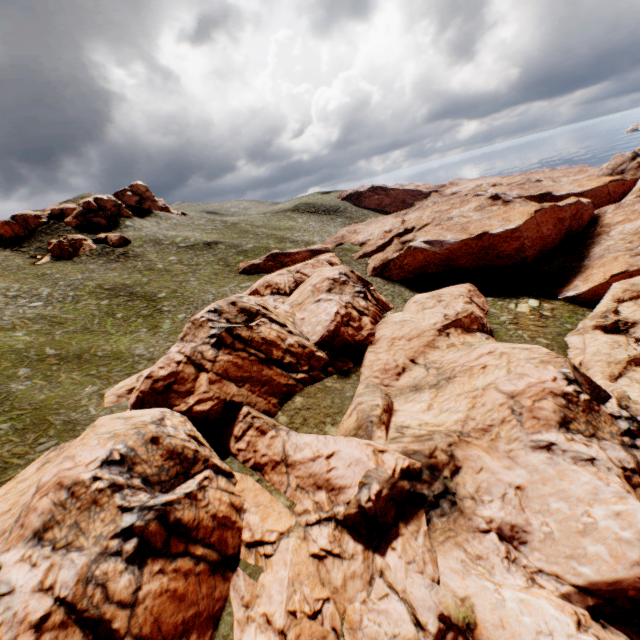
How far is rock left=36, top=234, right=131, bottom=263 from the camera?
55.6m

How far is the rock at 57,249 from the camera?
55.56m

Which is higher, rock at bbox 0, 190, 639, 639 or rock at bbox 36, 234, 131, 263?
rock at bbox 36, 234, 131, 263

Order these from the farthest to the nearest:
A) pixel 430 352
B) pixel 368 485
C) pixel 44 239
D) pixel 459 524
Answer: pixel 44 239 → pixel 430 352 → pixel 368 485 → pixel 459 524

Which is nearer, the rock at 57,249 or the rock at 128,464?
the rock at 128,464

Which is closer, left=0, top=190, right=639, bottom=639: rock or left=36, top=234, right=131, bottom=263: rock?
left=0, top=190, right=639, bottom=639: rock
